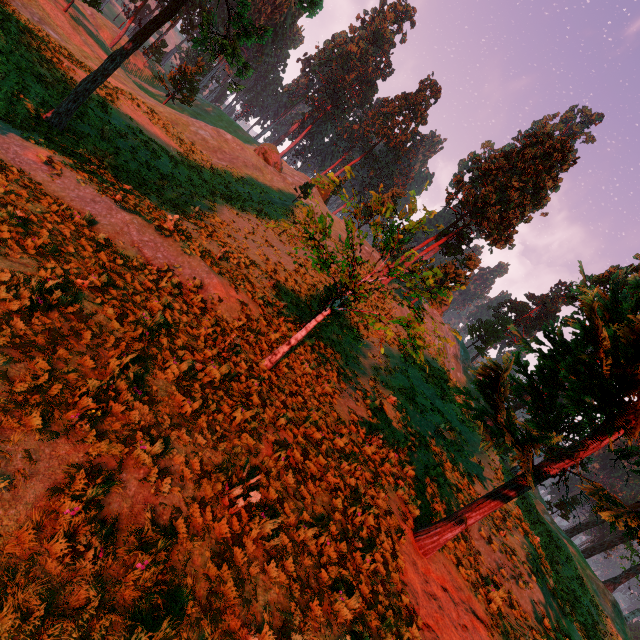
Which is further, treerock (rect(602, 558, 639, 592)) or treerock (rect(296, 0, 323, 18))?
treerock (rect(602, 558, 639, 592))

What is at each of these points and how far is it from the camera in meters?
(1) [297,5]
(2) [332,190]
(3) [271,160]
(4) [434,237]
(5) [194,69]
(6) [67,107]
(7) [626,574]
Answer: (1) treerock, 16.6 m
(2) treerock, 9.7 m
(3) treerock, 43.9 m
(4) treerock, 39.8 m
(5) treerock, 41.2 m
(6) treerock, 16.5 m
(7) treerock, 28.3 m

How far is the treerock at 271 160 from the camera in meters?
44.1 m

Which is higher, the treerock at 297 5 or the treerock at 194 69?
the treerock at 297 5

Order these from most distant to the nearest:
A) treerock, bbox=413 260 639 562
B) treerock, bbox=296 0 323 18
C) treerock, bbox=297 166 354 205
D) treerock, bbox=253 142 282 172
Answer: treerock, bbox=253 142 282 172 → treerock, bbox=296 0 323 18 → treerock, bbox=297 166 354 205 → treerock, bbox=413 260 639 562

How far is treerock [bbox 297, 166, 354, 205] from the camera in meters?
9.2 m

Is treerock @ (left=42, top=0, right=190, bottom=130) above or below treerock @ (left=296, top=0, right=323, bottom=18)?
below
